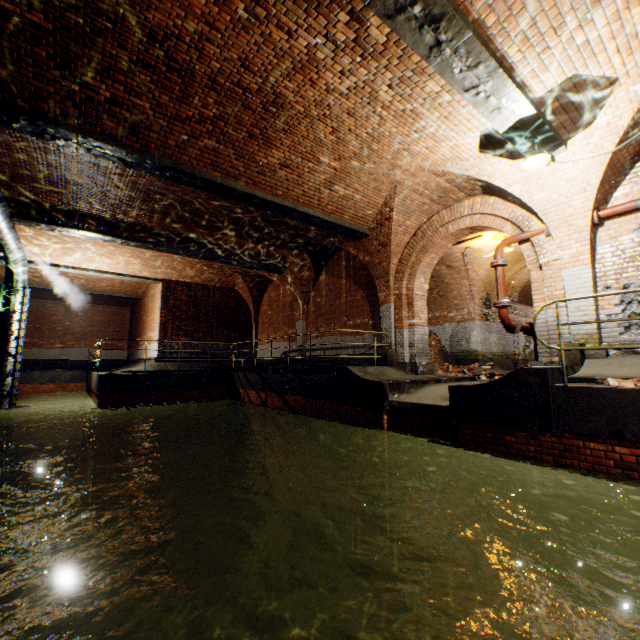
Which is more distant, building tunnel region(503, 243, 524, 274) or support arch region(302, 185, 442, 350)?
building tunnel region(503, 243, 524, 274)

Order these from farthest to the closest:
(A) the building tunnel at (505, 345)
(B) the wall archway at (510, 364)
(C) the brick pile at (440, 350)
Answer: (A) the building tunnel at (505, 345) < (B) the wall archway at (510, 364) < (C) the brick pile at (440, 350)

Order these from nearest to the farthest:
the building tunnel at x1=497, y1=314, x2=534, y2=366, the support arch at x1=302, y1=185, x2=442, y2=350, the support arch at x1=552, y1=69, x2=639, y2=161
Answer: the support arch at x1=552, y1=69, x2=639, y2=161 < the support arch at x1=302, y1=185, x2=442, y2=350 < the building tunnel at x1=497, y1=314, x2=534, y2=366

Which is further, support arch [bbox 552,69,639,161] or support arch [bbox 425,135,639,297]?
support arch [bbox 425,135,639,297]

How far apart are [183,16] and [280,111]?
1.9 meters

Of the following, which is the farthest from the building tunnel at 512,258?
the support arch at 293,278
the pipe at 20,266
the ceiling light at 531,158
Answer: the pipe at 20,266

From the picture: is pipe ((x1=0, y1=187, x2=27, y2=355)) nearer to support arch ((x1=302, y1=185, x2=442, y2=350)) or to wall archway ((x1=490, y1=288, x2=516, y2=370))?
support arch ((x1=302, y1=185, x2=442, y2=350))

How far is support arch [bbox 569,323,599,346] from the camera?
6.2m
